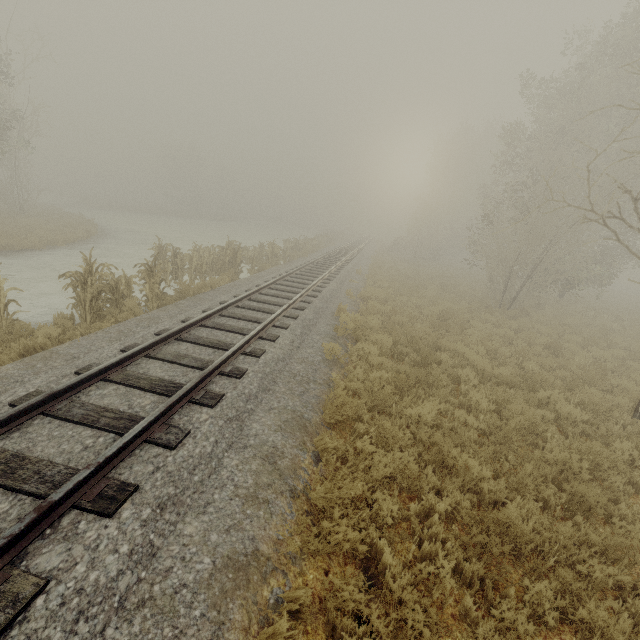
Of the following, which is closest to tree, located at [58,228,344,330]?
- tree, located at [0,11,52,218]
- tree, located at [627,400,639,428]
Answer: tree, located at [627,400,639,428]

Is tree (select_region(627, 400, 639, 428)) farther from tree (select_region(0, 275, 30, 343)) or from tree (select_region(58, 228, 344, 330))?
tree (select_region(58, 228, 344, 330))

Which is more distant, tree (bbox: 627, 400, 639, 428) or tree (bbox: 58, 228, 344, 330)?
tree (bbox: 58, 228, 344, 330)

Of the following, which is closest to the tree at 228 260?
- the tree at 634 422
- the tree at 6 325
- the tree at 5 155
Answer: the tree at 6 325

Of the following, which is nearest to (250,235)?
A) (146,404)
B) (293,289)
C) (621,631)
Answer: (293,289)

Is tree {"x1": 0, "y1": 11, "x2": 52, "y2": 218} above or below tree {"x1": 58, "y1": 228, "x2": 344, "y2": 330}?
above

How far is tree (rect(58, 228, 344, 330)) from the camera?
8.3m

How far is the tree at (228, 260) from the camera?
8.3 meters
